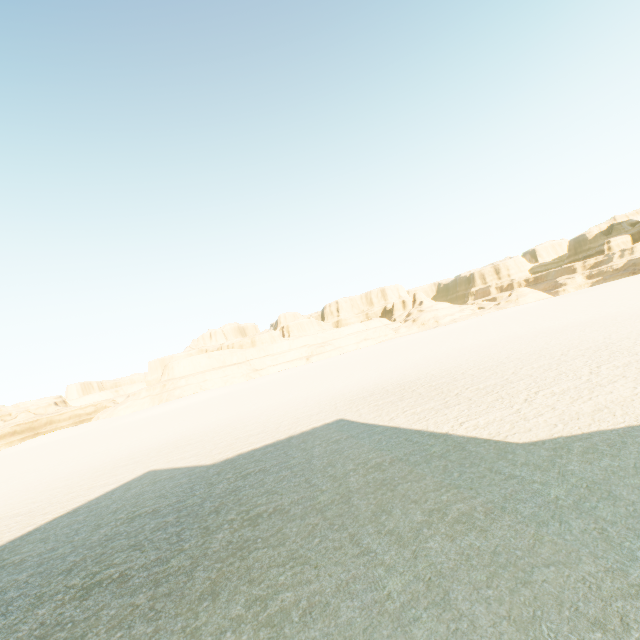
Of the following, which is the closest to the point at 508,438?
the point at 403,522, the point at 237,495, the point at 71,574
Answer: the point at 403,522
